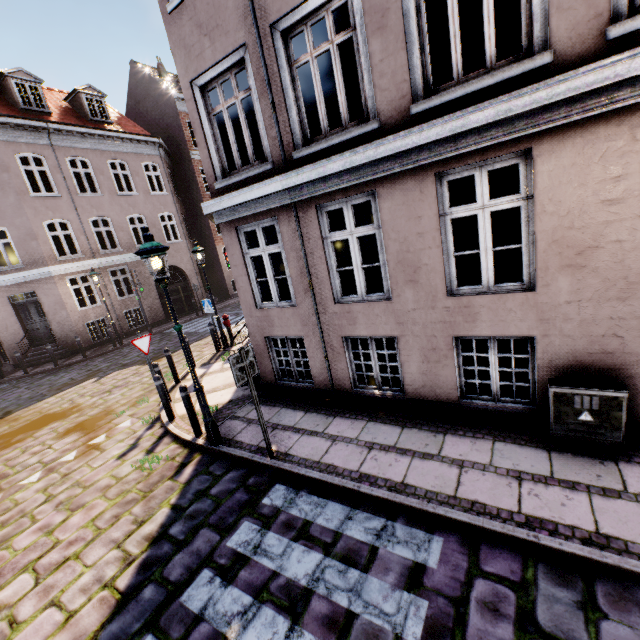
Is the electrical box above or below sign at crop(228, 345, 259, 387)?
below

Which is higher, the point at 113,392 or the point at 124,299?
the point at 124,299

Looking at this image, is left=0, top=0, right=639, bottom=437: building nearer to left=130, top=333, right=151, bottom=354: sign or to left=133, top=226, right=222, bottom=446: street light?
left=133, top=226, right=222, bottom=446: street light

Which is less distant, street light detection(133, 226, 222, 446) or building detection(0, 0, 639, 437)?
building detection(0, 0, 639, 437)

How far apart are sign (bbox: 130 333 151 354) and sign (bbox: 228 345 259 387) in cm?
420

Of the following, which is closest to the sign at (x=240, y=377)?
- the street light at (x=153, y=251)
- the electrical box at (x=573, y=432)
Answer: the street light at (x=153, y=251)

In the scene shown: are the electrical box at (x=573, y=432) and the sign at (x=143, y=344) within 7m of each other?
no

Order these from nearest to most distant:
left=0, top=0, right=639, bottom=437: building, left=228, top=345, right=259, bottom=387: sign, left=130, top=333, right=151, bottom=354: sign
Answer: left=0, top=0, right=639, bottom=437: building, left=228, top=345, right=259, bottom=387: sign, left=130, top=333, right=151, bottom=354: sign
